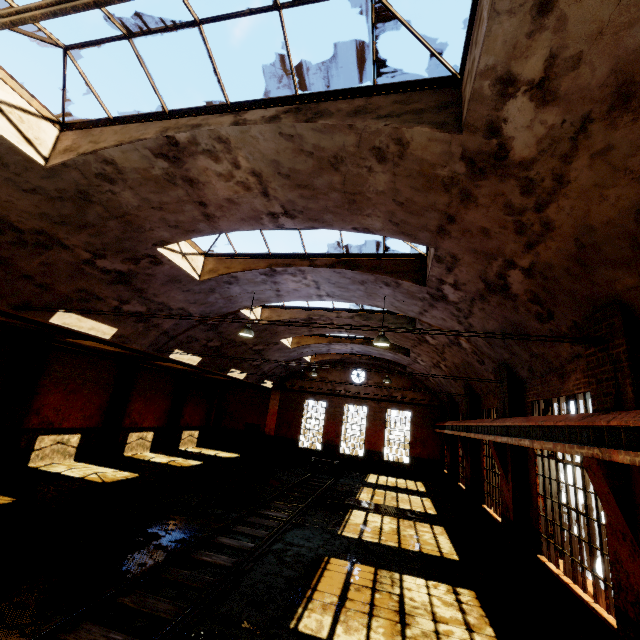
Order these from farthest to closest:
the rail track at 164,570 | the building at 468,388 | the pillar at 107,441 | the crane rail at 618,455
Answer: the pillar at 107,441 → the rail track at 164,570 → the crane rail at 618,455 → the building at 468,388

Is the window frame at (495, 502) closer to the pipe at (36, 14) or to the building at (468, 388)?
the building at (468, 388)

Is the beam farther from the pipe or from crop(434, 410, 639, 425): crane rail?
the pipe

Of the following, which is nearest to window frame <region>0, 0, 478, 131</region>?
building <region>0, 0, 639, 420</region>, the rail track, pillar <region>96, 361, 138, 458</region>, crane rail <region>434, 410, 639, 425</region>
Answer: building <region>0, 0, 639, 420</region>

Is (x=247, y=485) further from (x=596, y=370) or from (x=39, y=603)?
(x=596, y=370)

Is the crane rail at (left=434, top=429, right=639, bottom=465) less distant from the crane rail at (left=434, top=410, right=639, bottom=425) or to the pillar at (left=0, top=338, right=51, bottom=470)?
the crane rail at (left=434, top=410, right=639, bottom=425)

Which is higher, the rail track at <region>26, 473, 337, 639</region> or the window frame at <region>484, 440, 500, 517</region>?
the window frame at <region>484, 440, 500, 517</region>

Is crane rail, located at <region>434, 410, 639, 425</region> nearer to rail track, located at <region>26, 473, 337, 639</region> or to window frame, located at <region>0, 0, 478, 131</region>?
window frame, located at <region>0, 0, 478, 131</region>
